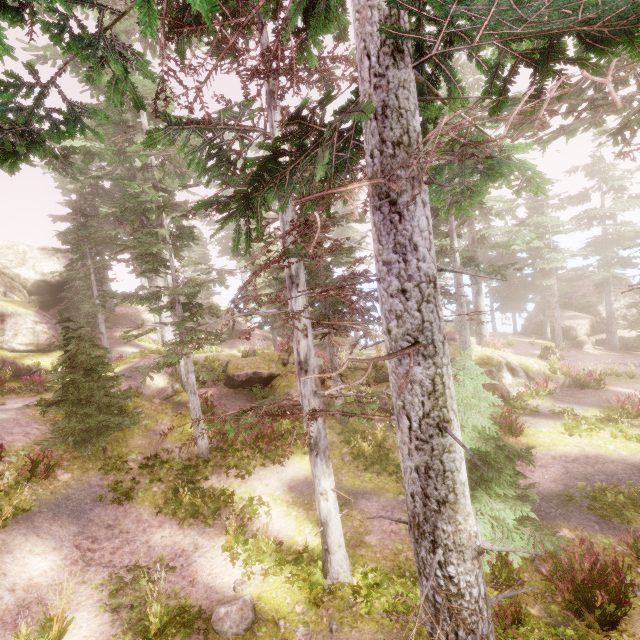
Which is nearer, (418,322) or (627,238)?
(418,322)

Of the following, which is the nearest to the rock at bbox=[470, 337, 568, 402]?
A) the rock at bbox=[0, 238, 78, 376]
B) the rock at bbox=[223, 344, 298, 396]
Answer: the rock at bbox=[223, 344, 298, 396]

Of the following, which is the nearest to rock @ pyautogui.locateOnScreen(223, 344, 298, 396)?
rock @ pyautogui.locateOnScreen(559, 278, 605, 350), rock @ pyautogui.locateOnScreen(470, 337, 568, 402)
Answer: rock @ pyautogui.locateOnScreen(470, 337, 568, 402)

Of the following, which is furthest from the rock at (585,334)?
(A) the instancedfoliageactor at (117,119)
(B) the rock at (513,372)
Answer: (B) the rock at (513,372)

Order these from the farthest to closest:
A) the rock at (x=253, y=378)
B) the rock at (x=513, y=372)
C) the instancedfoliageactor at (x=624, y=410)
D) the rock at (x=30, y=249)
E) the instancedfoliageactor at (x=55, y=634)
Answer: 1. the rock at (x=30, y=249)
2. the rock at (x=513, y=372)
3. the rock at (x=253, y=378)
4. the instancedfoliageactor at (x=624, y=410)
5. the instancedfoliageactor at (x=55, y=634)

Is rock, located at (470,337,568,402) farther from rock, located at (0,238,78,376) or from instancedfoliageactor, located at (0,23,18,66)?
rock, located at (0,238,78,376)

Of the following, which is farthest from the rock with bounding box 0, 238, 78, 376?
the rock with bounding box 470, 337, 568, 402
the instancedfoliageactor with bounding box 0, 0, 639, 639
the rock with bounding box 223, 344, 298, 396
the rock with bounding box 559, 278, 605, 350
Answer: the rock with bounding box 559, 278, 605, 350

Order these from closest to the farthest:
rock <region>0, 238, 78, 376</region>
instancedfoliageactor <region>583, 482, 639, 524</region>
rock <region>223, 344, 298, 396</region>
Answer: instancedfoliageactor <region>583, 482, 639, 524</region> → rock <region>223, 344, 298, 396</region> → rock <region>0, 238, 78, 376</region>
